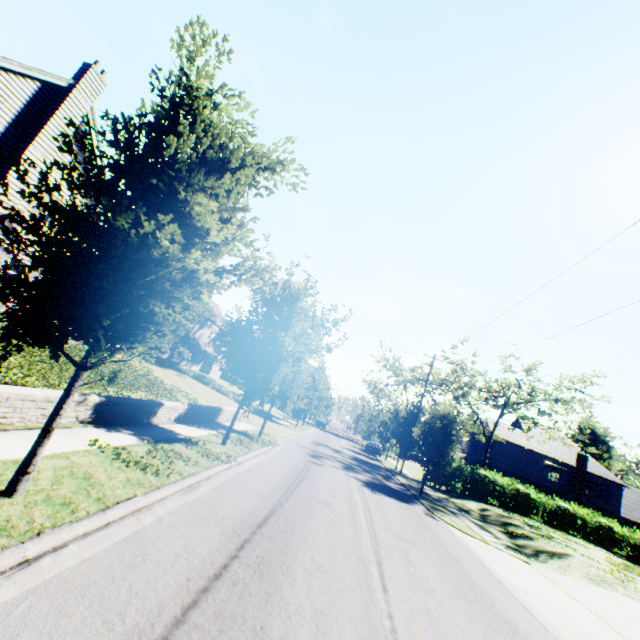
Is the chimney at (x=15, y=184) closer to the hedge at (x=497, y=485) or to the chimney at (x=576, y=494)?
the hedge at (x=497, y=485)

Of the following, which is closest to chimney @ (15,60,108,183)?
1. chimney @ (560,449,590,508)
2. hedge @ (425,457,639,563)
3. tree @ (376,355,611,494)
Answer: tree @ (376,355,611,494)

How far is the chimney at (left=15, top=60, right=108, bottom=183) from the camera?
14.3 meters

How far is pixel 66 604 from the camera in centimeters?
319cm

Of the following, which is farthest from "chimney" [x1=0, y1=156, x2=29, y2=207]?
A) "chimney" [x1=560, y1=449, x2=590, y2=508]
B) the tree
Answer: "chimney" [x1=560, y1=449, x2=590, y2=508]

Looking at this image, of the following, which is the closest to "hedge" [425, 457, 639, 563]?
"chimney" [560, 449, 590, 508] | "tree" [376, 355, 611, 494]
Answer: Answer: "tree" [376, 355, 611, 494]

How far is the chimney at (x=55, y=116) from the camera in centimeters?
1433cm

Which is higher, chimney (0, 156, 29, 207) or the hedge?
chimney (0, 156, 29, 207)
